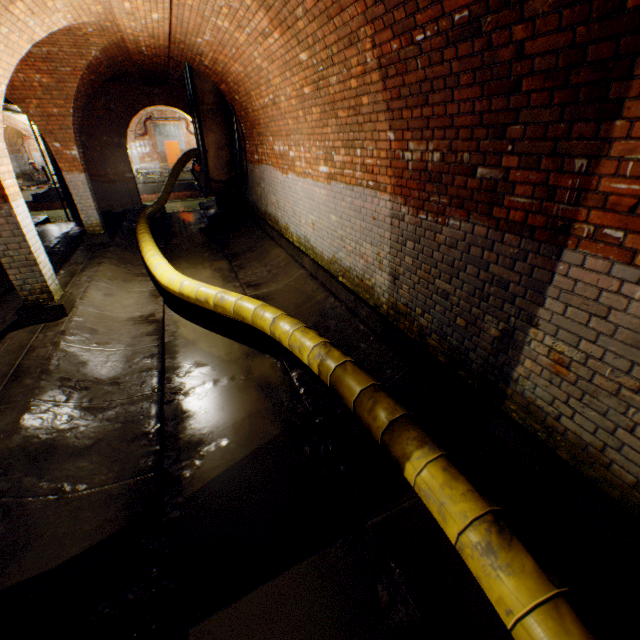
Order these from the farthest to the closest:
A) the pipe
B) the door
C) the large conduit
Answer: the door → the pipe → the large conduit

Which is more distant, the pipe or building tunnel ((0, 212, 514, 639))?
the pipe

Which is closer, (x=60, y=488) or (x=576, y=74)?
(x=576, y=74)

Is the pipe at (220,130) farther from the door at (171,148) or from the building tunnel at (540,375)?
the door at (171,148)

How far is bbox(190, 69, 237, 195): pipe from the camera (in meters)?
8.91

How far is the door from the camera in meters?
25.0

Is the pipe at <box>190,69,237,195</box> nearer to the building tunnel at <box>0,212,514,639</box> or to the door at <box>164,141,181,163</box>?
the building tunnel at <box>0,212,514,639</box>

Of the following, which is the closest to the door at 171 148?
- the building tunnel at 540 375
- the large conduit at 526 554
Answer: the large conduit at 526 554
